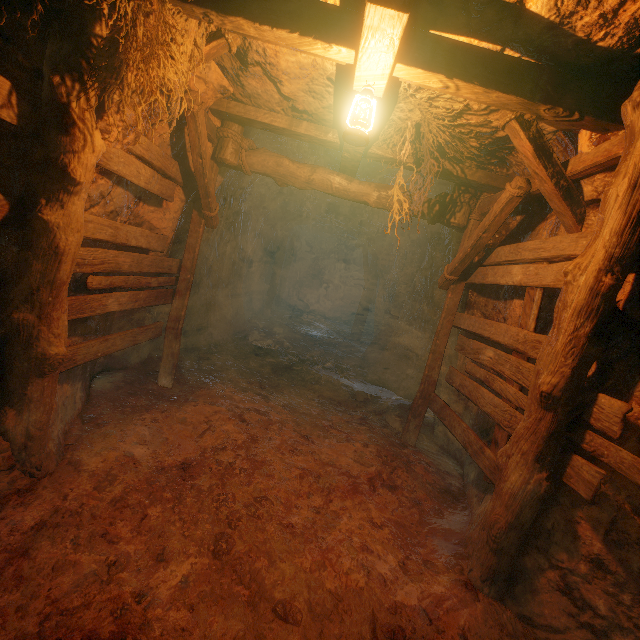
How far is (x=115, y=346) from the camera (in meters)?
3.97

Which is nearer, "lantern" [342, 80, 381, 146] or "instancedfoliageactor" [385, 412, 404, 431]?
"lantern" [342, 80, 381, 146]

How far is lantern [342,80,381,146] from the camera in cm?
264

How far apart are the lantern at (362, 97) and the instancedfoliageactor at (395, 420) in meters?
4.9 m

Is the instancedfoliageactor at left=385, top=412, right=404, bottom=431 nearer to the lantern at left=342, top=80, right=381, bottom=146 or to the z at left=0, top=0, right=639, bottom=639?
the z at left=0, top=0, right=639, bottom=639

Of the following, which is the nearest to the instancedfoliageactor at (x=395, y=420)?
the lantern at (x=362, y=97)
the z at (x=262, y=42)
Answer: the z at (x=262, y=42)

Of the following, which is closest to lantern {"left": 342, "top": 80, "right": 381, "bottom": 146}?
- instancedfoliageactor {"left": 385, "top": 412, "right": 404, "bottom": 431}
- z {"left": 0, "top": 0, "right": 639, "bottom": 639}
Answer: z {"left": 0, "top": 0, "right": 639, "bottom": 639}
